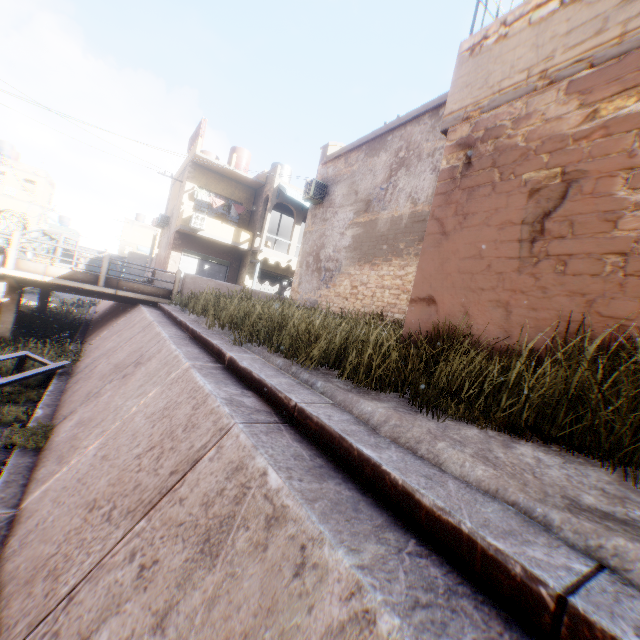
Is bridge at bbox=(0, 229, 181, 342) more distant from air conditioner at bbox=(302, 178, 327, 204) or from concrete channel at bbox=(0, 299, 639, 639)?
air conditioner at bbox=(302, 178, 327, 204)

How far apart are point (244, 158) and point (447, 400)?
25.78m

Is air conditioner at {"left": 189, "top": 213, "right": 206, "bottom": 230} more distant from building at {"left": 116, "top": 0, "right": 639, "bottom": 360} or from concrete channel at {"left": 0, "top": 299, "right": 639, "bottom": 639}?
concrete channel at {"left": 0, "top": 299, "right": 639, "bottom": 639}

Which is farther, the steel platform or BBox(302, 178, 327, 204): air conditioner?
BBox(302, 178, 327, 204): air conditioner

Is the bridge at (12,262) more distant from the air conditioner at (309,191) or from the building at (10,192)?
the air conditioner at (309,191)

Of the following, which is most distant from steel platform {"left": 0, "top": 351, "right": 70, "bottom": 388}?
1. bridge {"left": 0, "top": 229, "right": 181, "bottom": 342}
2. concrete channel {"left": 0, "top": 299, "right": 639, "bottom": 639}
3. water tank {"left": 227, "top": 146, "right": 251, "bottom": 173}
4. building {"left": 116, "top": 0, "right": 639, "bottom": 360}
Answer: water tank {"left": 227, "top": 146, "right": 251, "bottom": 173}

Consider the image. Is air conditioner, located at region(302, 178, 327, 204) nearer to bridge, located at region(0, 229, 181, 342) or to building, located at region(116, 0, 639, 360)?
building, located at region(116, 0, 639, 360)

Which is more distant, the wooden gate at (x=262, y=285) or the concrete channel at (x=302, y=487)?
the wooden gate at (x=262, y=285)
